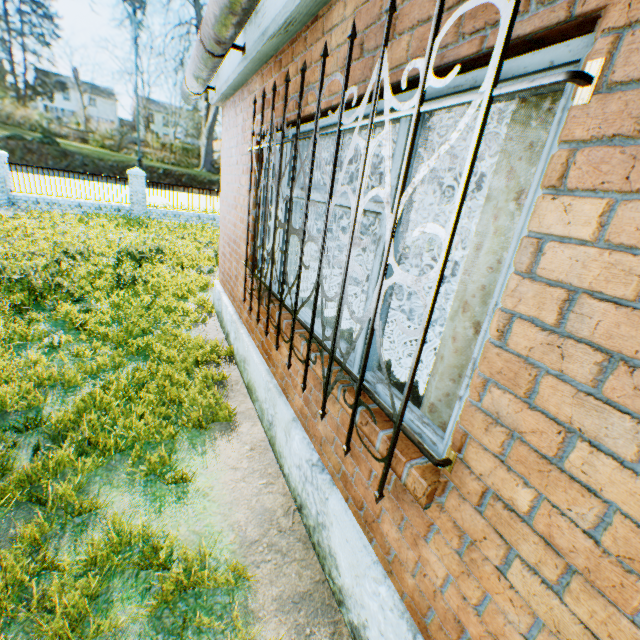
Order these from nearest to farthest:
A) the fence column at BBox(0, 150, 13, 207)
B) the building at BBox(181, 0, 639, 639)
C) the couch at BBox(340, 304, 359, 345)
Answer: the building at BBox(181, 0, 639, 639) → the couch at BBox(340, 304, 359, 345) → the fence column at BBox(0, 150, 13, 207)

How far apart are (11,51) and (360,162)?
71.6 meters

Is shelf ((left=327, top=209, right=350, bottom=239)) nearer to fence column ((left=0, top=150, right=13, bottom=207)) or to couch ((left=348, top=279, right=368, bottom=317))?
couch ((left=348, top=279, right=368, bottom=317))

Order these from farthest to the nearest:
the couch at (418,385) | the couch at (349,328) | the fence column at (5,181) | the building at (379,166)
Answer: the fence column at (5,181), the couch at (349,328), the couch at (418,385), the building at (379,166)

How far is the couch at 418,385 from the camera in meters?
2.1 m

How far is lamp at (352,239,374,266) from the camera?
4.45m

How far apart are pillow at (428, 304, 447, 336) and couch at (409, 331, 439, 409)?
0.0m

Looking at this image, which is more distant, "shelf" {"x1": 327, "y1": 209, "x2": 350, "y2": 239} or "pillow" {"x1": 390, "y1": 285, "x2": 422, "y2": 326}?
"shelf" {"x1": 327, "y1": 209, "x2": 350, "y2": 239}
